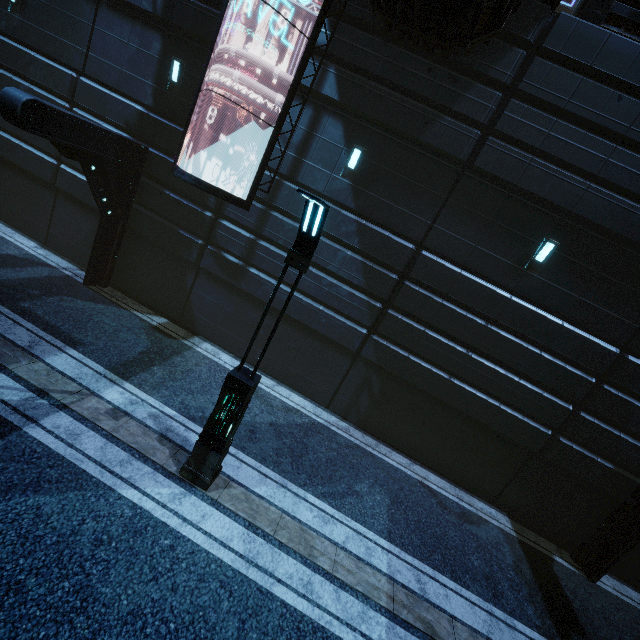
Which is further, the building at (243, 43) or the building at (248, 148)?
the building at (248, 148)

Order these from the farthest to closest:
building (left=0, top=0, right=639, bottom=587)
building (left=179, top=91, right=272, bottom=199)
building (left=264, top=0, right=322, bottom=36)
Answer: building (left=179, top=91, right=272, bottom=199) → building (left=264, top=0, right=322, bottom=36) → building (left=0, top=0, right=639, bottom=587)

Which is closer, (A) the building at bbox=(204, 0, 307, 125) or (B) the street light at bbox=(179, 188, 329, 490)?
(B) the street light at bbox=(179, 188, 329, 490)

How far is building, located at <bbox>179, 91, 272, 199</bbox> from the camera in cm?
949

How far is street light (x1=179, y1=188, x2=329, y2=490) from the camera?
4.6 meters

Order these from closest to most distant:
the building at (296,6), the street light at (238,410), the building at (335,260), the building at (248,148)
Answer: the street light at (238,410)
the building at (335,260)
the building at (296,6)
the building at (248,148)

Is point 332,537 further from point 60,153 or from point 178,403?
point 60,153
